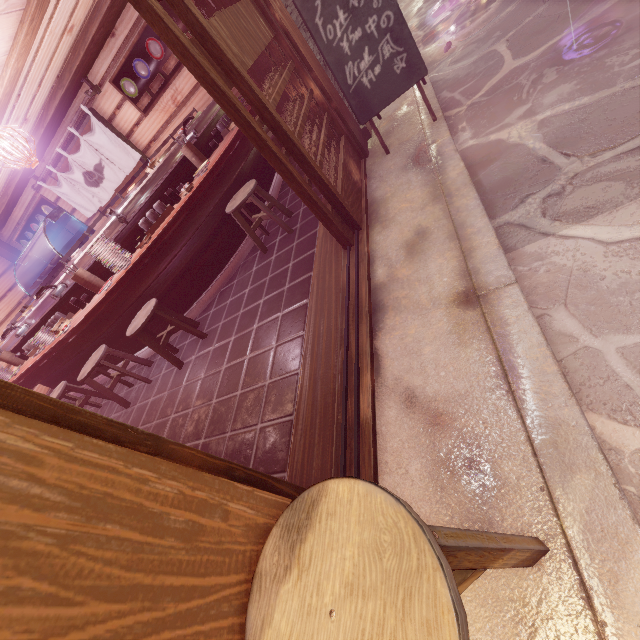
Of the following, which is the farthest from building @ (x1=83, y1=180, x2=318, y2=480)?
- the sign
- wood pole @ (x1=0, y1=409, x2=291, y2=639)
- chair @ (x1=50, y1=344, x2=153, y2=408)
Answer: the sign

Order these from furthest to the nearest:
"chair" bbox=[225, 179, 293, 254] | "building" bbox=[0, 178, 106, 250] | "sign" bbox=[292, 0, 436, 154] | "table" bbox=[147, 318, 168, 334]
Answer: "building" bbox=[0, 178, 106, 250], "table" bbox=[147, 318, 168, 334], "chair" bbox=[225, 179, 293, 254], "sign" bbox=[292, 0, 436, 154]

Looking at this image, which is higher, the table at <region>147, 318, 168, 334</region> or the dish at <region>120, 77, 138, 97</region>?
the dish at <region>120, 77, 138, 97</region>

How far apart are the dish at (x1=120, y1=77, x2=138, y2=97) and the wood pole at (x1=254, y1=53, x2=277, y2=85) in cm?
564

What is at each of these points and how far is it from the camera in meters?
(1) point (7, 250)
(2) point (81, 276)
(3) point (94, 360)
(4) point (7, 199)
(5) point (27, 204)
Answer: (1) wood pole, 14.7
(2) tableware, 6.7
(3) chair, 6.8
(4) wood bar, 11.7
(5) building, 13.1

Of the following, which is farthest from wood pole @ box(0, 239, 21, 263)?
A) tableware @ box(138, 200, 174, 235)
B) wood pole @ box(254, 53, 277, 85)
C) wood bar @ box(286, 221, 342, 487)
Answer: wood pole @ box(254, 53, 277, 85)

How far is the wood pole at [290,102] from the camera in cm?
573

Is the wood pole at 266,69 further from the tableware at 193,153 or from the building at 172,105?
the tableware at 193,153
